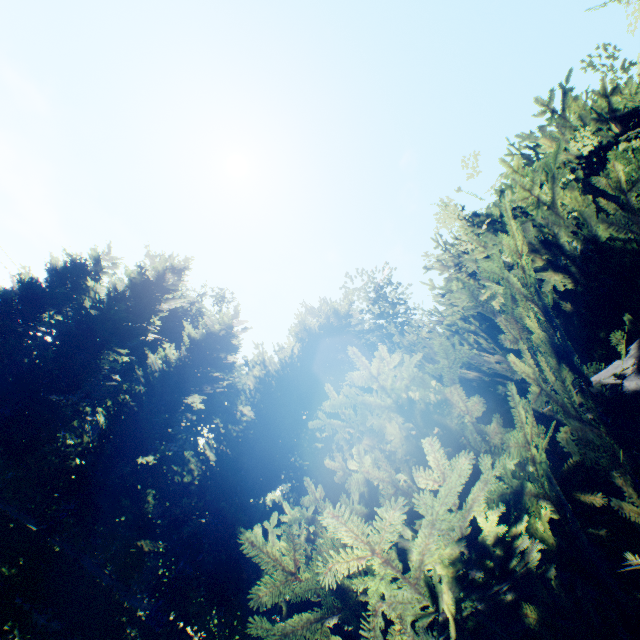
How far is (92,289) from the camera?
16.0m

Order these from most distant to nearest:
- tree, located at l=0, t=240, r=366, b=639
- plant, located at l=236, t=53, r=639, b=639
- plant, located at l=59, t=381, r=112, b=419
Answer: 1. plant, located at l=59, t=381, r=112, b=419
2. tree, located at l=0, t=240, r=366, b=639
3. plant, located at l=236, t=53, r=639, b=639

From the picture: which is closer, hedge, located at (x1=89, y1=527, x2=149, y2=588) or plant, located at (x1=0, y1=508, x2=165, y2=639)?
plant, located at (x1=0, y1=508, x2=165, y2=639)

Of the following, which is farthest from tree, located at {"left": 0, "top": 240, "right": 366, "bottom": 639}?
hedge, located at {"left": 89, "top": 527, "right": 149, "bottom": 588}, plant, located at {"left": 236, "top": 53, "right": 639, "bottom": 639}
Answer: plant, located at {"left": 236, "top": 53, "right": 639, "bottom": 639}

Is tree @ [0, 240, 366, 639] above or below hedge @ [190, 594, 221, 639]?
above

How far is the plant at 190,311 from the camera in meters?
34.2 m

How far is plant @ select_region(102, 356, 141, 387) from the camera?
31.80m

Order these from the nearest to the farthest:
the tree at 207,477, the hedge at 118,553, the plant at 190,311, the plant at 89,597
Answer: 1. the plant at 89,597
2. the tree at 207,477
3. the hedge at 118,553
4. the plant at 190,311
